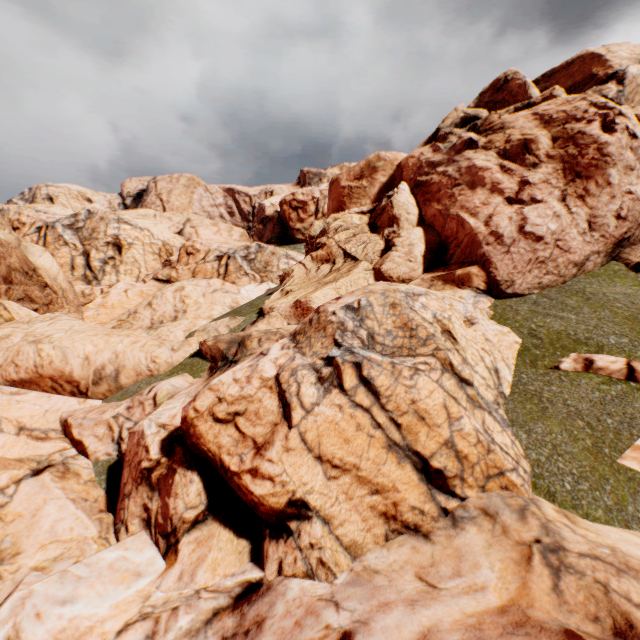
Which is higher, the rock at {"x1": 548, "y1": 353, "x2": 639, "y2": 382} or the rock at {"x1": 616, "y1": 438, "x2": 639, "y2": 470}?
the rock at {"x1": 548, "y1": 353, "x2": 639, "y2": 382}

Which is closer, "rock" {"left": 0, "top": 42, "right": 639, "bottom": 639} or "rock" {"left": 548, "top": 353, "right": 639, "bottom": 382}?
"rock" {"left": 0, "top": 42, "right": 639, "bottom": 639}

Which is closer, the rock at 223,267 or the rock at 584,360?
Result: the rock at 223,267

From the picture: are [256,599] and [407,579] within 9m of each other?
yes

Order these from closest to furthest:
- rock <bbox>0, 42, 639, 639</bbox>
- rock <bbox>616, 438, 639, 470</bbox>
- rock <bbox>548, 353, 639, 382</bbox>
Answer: rock <bbox>0, 42, 639, 639</bbox> < rock <bbox>616, 438, 639, 470</bbox> < rock <bbox>548, 353, 639, 382</bbox>
